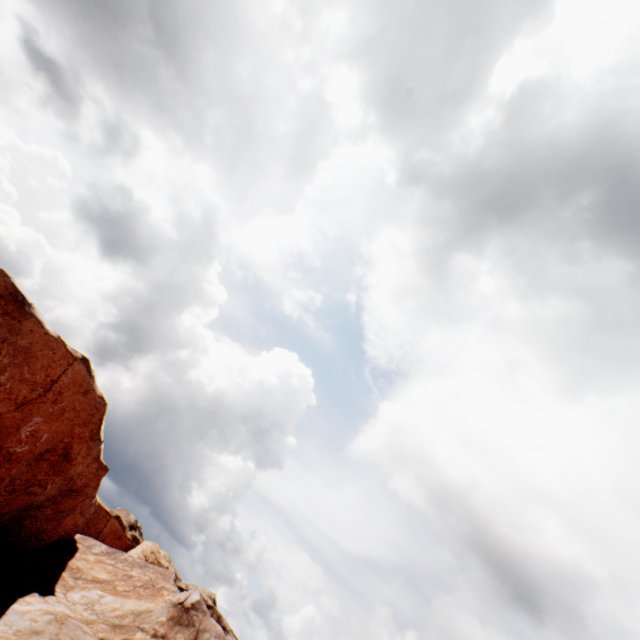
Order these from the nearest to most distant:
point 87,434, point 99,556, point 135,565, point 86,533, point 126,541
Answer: point 87,434
point 99,556
point 135,565
point 86,533
point 126,541
